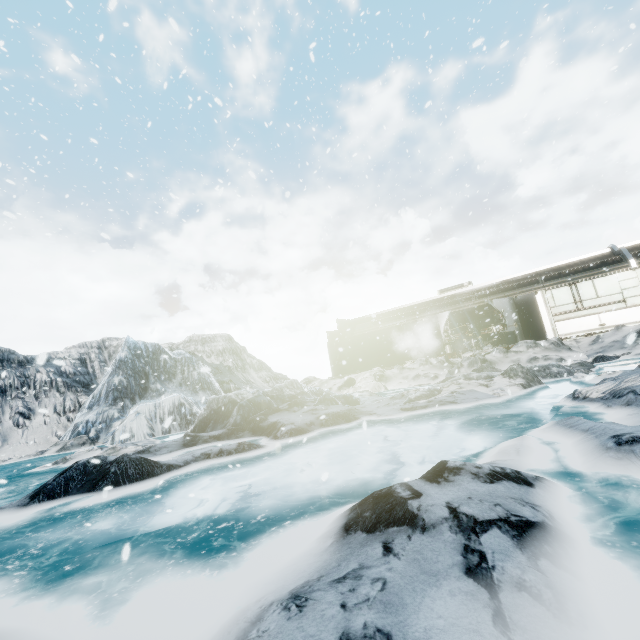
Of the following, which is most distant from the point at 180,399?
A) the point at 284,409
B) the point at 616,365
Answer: the point at 616,365
